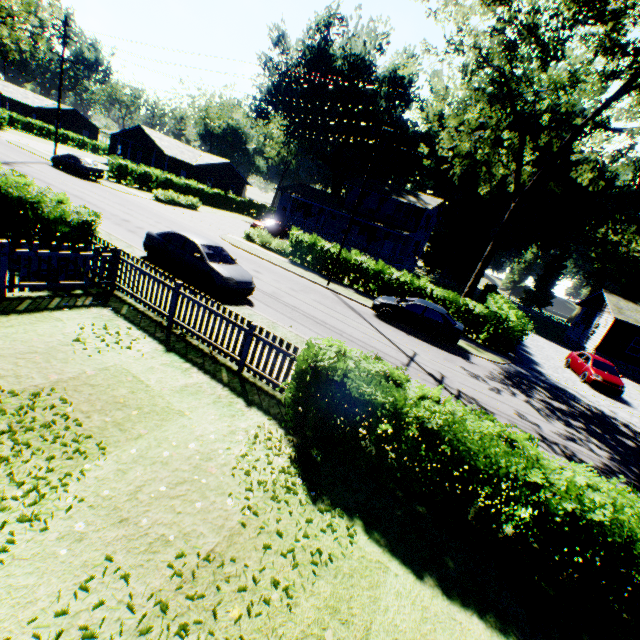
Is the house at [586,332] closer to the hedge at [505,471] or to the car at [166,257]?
the hedge at [505,471]

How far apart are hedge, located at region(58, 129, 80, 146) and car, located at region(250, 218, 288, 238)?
49.20m

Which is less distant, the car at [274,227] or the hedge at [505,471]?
the hedge at [505,471]

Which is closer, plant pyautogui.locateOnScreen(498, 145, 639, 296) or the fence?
the fence

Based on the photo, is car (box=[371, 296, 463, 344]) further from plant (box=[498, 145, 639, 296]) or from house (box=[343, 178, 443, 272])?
plant (box=[498, 145, 639, 296])

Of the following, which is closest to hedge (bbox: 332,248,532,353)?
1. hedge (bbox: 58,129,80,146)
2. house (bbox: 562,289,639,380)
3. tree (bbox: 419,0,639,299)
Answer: tree (bbox: 419,0,639,299)

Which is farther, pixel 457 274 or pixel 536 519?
pixel 457 274
